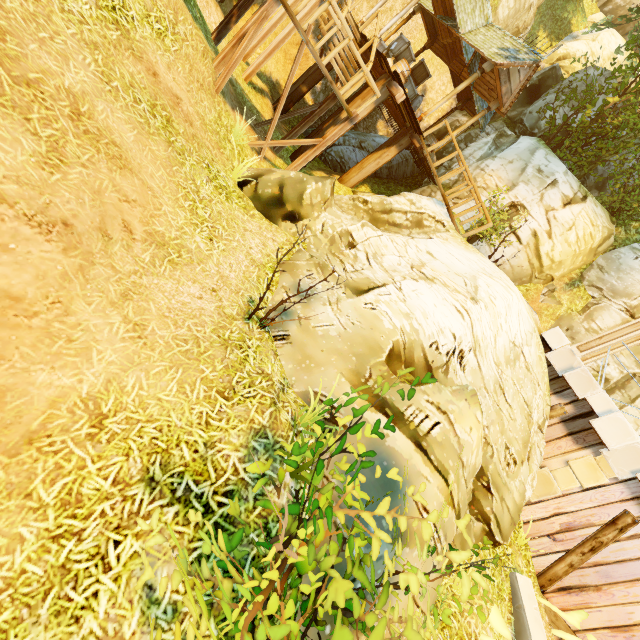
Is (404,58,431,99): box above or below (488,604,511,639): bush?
above

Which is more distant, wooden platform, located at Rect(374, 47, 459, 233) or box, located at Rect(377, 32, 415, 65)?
box, located at Rect(377, 32, 415, 65)

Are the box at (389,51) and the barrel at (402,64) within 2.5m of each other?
yes

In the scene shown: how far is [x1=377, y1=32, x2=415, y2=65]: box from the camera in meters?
12.7 m

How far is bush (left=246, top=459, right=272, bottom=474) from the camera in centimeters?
302cm

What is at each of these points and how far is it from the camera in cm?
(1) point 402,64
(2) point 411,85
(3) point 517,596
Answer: (1) barrel, 1273
(2) box, 1487
(3) stone, 662

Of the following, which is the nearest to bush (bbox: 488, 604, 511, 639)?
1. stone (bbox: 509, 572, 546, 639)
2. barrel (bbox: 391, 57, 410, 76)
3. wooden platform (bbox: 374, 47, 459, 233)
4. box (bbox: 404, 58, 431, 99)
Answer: stone (bbox: 509, 572, 546, 639)

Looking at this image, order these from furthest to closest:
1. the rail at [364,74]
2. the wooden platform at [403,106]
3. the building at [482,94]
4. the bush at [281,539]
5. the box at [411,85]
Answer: the box at [411,85], the building at [482,94], the wooden platform at [403,106], the rail at [364,74], the bush at [281,539]
